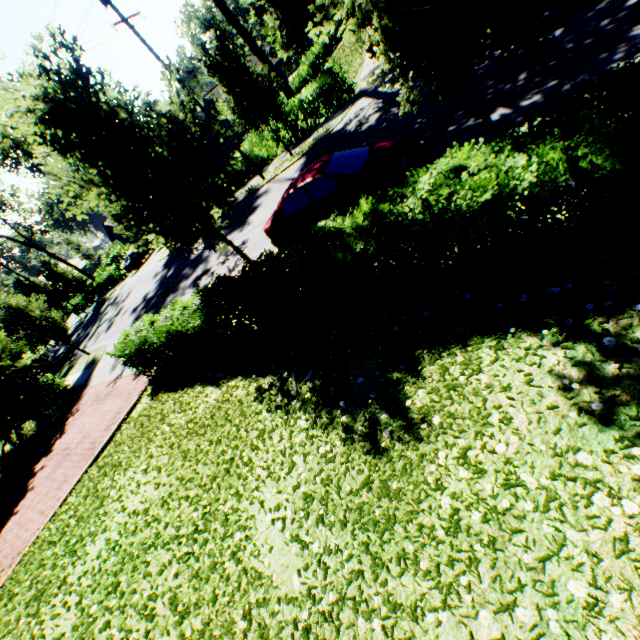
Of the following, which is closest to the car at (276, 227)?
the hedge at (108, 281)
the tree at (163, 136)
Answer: the tree at (163, 136)

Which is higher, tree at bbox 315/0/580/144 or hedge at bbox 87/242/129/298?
tree at bbox 315/0/580/144

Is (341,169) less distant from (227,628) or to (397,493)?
(397,493)

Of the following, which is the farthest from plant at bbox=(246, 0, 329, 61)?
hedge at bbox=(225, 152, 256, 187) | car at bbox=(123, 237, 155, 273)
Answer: car at bbox=(123, 237, 155, 273)

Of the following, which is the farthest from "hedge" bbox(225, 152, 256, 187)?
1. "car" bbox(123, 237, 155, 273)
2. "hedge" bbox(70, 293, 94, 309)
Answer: "hedge" bbox(70, 293, 94, 309)

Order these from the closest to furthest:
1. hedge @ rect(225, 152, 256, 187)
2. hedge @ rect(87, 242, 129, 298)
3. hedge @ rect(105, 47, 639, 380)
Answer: hedge @ rect(105, 47, 639, 380) < hedge @ rect(225, 152, 256, 187) < hedge @ rect(87, 242, 129, 298)

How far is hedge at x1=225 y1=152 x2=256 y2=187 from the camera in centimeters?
2225cm

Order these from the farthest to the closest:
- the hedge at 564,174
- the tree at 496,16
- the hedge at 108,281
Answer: the hedge at 108,281 < the tree at 496,16 < the hedge at 564,174
